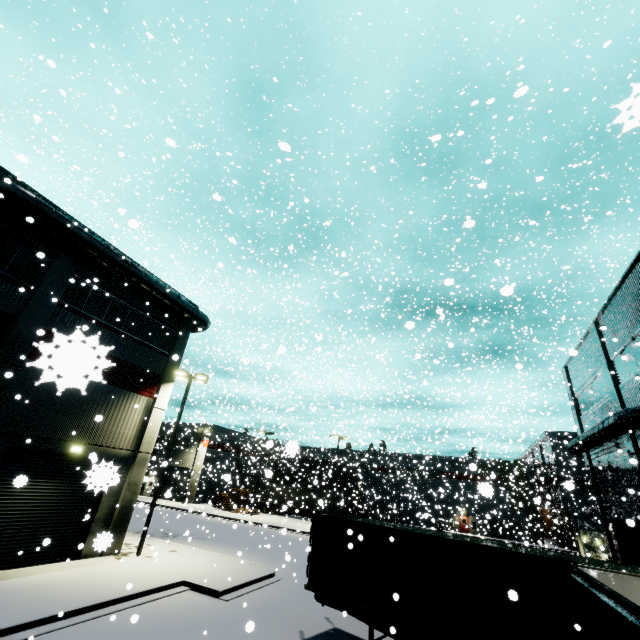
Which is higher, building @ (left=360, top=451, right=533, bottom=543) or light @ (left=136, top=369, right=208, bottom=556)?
light @ (left=136, top=369, right=208, bottom=556)

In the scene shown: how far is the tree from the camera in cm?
3472

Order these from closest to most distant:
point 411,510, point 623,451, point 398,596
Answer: point 398,596
point 623,451
point 411,510

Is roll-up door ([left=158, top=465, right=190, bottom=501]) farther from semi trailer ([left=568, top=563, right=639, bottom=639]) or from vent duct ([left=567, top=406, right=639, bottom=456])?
vent duct ([left=567, top=406, right=639, bottom=456])

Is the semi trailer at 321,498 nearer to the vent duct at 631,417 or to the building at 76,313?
the building at 76,313

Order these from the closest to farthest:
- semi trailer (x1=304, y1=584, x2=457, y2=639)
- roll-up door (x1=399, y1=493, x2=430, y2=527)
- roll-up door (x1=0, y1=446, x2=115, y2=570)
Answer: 1. semi trailer (x1=304, y1=584, x2=457, y2=639)
2. roll-up door (x1=0, y1=446, x2=115, y2=570)
3. roll-up door (x1=399, y1=493, x2=430, y2=527)

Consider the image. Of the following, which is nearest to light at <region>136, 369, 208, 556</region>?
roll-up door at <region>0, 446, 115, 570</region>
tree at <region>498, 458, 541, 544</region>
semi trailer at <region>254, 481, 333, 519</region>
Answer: semi trailer at <region>254, 481, 333, 519</region>

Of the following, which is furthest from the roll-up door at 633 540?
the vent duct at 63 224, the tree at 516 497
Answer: the tree at 516 497
